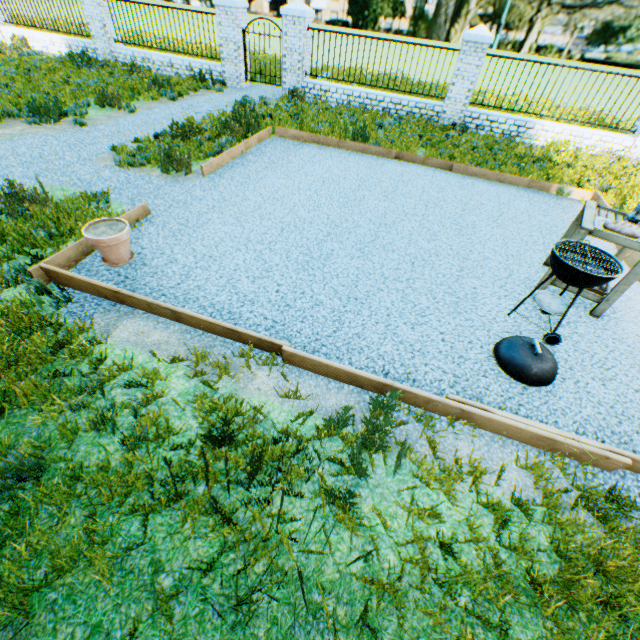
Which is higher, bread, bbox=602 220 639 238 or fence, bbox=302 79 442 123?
bread, bbox=602 220 639 238

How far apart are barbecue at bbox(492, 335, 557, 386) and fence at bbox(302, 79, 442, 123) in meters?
10.0 m

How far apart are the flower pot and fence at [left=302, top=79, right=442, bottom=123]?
10.2 meters

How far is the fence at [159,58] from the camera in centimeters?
1192cm

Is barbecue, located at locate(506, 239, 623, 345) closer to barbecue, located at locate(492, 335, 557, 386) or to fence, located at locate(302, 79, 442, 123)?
barbecue, located at locate(492, 335, 557, 386)

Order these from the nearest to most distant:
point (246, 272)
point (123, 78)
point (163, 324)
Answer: point (163, 324) → point (246, 272) → point (123, 78)

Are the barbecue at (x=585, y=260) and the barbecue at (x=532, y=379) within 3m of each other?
yes

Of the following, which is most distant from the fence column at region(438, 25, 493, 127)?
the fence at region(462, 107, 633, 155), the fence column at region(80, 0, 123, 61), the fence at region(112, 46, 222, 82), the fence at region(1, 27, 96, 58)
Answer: the fence at region(1, 27, 96, 58)
